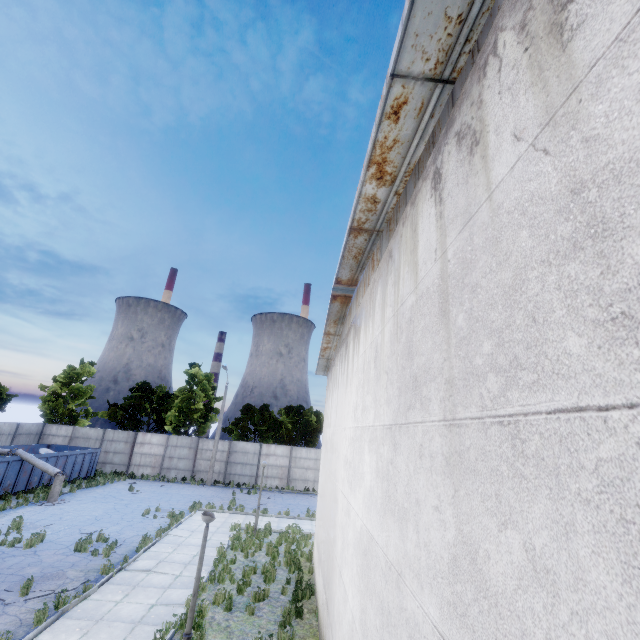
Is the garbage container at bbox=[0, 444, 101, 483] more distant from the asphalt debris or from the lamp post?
the lamp post

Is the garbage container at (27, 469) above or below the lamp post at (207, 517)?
below

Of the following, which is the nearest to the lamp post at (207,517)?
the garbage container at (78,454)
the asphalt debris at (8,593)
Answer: the asphalt debris at (8,593)

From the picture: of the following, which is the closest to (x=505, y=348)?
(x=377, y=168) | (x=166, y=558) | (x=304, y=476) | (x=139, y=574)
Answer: (x=377, y=168)

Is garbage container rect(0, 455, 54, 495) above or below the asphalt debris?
above

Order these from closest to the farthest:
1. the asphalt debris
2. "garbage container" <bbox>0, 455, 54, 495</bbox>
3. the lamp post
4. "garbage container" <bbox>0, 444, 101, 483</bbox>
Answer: the lamp post → the asphalt debris → "garbage container" <bbox>0, 455, 54, 495</bbox> → "garbage container" <bbox>0, 444, 101, 483</bbox>

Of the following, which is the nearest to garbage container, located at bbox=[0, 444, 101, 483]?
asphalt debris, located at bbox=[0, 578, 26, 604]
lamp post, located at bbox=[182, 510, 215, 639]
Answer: asphalt debris, located at bbox=[0, 578, 26, 604]
